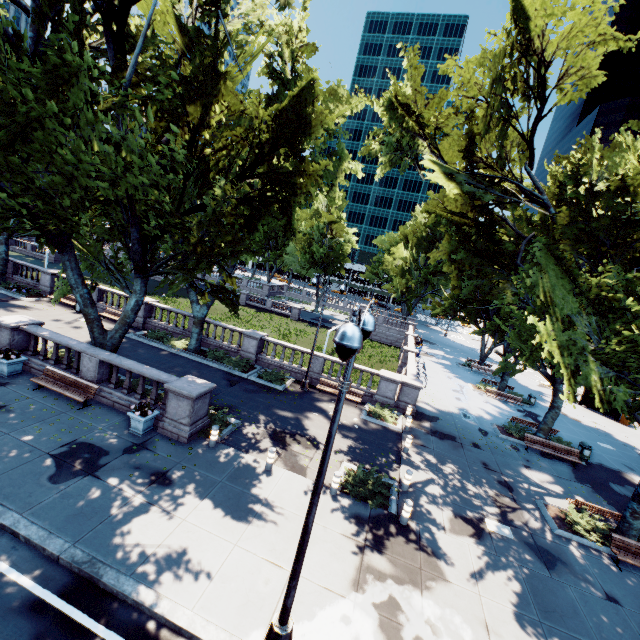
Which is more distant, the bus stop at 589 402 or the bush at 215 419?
the bus stop at 589 402

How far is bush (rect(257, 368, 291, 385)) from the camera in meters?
20.5 m

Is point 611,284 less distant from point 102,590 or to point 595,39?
point 595,39

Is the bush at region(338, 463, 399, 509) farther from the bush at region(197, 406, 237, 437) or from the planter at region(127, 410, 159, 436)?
the planter at region(127, 410, 159, 436)

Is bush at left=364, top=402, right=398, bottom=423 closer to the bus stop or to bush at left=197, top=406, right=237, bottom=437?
bush at left=197, top=406, right=237, bottom=437

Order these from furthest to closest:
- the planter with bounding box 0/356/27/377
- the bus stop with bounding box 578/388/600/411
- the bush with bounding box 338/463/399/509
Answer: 1. the bus stop with bounding box 578/388/600/411
2. the planter with bounding box 0/356/27/377
3. the bush with bounding box 338/463/399/509

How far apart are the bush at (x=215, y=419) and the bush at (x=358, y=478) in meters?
5.0 m

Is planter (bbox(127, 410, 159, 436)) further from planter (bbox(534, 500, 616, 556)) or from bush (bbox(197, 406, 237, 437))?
planter (bbox(534, 500, 616, 556))
